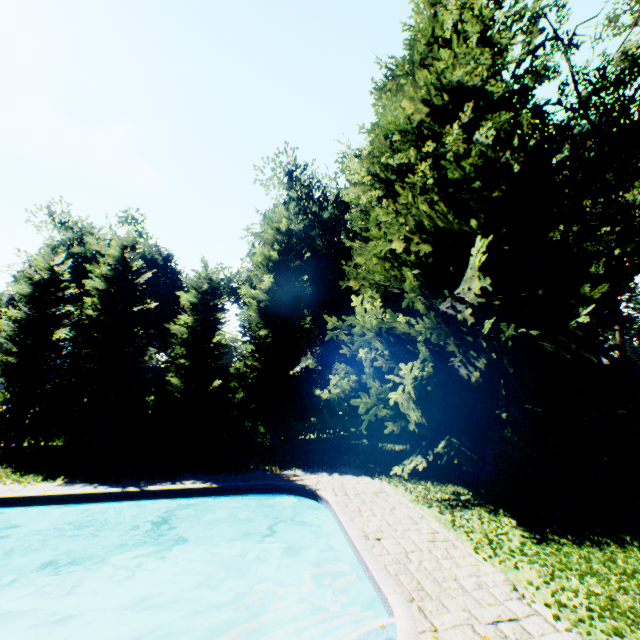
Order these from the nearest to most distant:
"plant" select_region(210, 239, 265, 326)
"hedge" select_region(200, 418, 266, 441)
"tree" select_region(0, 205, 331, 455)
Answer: "tree" select_region(0, 205, 331, 455)
"hedge" select_region(200, 418, 266, 441)
"plant" select_region(210, 239, 265, 326)

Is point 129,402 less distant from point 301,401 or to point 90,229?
point 301,401

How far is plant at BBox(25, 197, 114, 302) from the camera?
31.8m

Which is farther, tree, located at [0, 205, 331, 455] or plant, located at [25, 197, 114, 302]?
plant, located at [25, 197, 114, 302]

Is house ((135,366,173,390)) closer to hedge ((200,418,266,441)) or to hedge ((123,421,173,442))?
hedge ((200,418,266,441))

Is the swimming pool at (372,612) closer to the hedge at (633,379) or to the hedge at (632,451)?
the hedge at (632,451)

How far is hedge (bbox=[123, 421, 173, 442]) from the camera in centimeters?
2142cm

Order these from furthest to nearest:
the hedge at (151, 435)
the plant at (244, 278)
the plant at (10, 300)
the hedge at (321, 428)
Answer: the plant at (10, 300), the plant at (244, 278), the hedge at (321, 428), the hedge at (151, 435)
